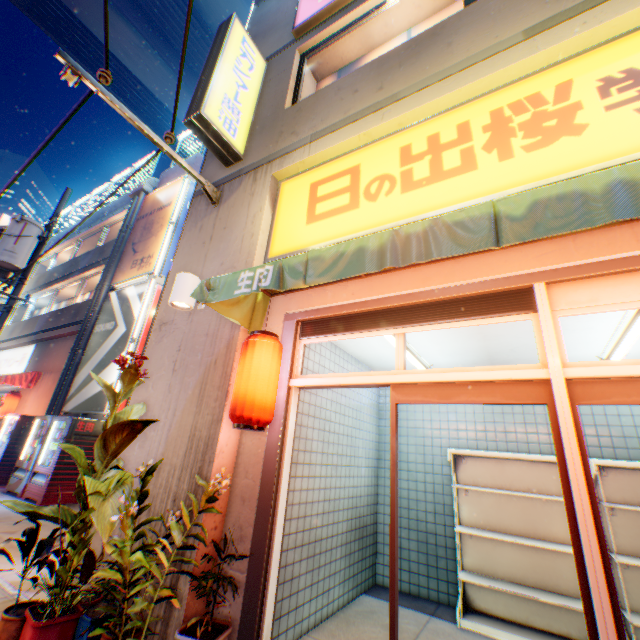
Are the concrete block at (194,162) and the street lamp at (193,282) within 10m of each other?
no

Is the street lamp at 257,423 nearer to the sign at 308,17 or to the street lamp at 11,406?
the sign at 308,17

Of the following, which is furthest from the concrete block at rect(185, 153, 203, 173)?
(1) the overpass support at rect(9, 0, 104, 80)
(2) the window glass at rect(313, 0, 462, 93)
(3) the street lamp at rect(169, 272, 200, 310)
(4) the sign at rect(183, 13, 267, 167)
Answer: (1) the overpass support at rect(9, 0, 104, 80)

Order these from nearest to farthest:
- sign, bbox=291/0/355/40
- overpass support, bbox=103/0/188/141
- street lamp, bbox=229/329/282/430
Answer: street lamp, bbox=229/329/282/430 → sign, bbox=291/0/355/40 → overpass support, bbox=103/0/188/141

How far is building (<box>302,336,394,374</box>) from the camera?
4.2m

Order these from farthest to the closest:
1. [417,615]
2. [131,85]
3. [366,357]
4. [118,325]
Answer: [131,85]
[118,325]
[366,357]
[417,615]

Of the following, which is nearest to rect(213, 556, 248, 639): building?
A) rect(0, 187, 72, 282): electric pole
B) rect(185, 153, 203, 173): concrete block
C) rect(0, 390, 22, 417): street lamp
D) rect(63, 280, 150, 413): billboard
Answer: rect(63, 280, 150, 413): billboard

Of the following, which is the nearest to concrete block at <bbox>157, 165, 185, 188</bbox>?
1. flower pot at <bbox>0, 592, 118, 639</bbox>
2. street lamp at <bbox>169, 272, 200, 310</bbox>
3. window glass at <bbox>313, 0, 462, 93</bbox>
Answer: window glass at <bbox>313, 0, 462, 93</bbox>
